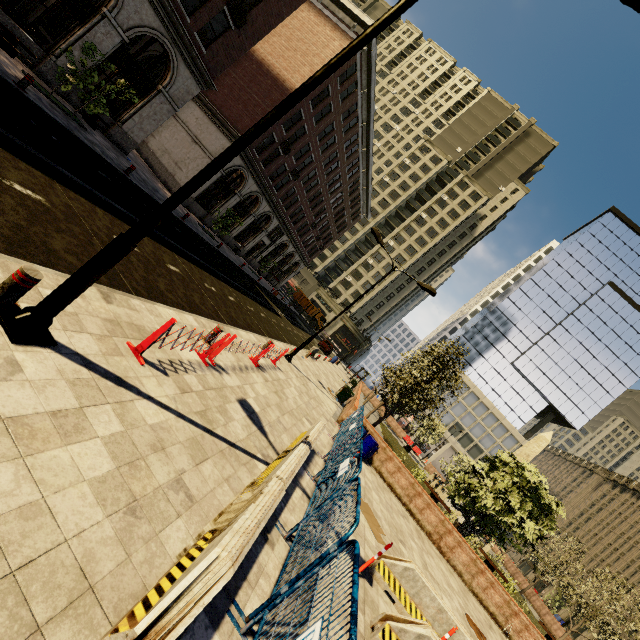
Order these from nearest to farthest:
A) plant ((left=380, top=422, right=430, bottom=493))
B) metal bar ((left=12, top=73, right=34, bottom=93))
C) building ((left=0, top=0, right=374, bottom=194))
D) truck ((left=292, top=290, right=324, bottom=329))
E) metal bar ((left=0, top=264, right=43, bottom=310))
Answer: metal bar ((left=0, top=264, right=43, bottom=310)) → metal bar ((left=12, top=73, right=34, bottom=93)) → building ((left=0, top=0, right=374, bottom=194)) → plant ((left=380, top=422, right=430, bottom=493)) → truck ((left=292, top=290, right=324, bottom=329))

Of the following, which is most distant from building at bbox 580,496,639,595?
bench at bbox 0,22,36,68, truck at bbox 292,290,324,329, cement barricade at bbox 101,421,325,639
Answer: bench at bbox 0,22,36,68

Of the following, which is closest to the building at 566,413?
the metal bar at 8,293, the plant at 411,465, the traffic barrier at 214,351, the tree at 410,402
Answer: the tree at 410,402

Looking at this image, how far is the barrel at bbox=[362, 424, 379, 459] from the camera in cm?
1429

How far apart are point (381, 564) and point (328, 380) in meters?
18.2 m

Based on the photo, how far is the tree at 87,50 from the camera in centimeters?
1284cm

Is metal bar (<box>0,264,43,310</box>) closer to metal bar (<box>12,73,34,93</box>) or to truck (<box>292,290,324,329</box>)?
metal bar (<box>12,73,34,93</box>)

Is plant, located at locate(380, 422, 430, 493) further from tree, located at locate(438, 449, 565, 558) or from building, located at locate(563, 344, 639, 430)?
building, located at locate(563, 344, 639, 430)
